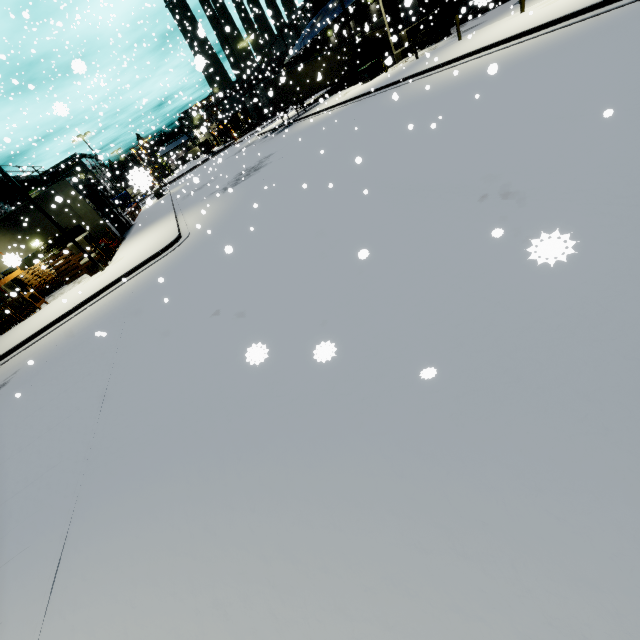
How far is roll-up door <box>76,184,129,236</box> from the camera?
25.18m

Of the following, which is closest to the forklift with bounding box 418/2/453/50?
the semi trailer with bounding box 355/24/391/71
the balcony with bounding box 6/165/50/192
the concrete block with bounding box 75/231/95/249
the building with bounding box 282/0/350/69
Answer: the semi trailer with bounding box 355/24/391/71

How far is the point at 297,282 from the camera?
6.0m

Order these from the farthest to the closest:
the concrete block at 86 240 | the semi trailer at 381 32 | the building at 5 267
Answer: the semi trailer at 381 32
the concrete block at 86 240
the building at 5 267

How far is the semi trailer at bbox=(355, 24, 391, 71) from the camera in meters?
33.6 m

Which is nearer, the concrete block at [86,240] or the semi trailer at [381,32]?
the concrete block at [86,240]

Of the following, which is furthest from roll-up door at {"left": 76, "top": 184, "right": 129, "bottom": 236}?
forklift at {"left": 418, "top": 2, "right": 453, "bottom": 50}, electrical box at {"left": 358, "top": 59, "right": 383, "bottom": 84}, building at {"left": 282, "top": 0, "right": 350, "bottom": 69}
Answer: forklift at {"left": 418, "top": 2, "right": 453, "bottom": 50}

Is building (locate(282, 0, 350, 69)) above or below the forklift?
above
